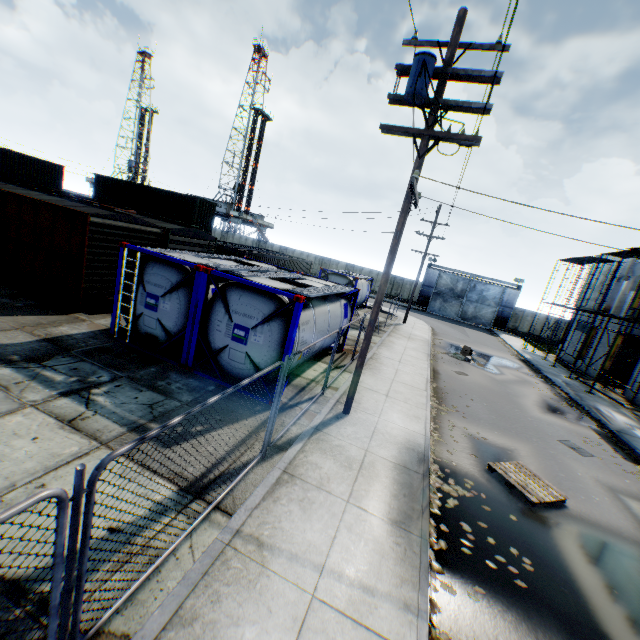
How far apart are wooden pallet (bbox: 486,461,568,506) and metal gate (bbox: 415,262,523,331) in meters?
36.2 m

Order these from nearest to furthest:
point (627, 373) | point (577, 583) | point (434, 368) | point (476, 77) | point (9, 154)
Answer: point (577, 583) → point (476, 77) → point (434, 368) → point (627, 373) → point (9, 154)

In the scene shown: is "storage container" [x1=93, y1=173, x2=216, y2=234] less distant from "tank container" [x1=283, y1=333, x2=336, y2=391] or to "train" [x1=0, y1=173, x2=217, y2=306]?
"train" [x1=0, y1=173, x2=217, y2=306]

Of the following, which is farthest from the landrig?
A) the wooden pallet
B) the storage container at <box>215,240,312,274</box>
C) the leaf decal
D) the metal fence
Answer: the leaf decal

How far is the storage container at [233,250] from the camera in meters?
20.3 m

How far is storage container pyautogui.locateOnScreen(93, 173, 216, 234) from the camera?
28.11m

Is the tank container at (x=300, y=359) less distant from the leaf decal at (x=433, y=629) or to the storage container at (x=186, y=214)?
the leaf decal at (x=433, y=629)

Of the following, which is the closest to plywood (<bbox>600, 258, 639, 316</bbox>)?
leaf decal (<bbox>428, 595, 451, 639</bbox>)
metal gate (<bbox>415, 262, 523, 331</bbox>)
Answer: metal gate (<bbox>415, 262, 523, 331</bbox>)
